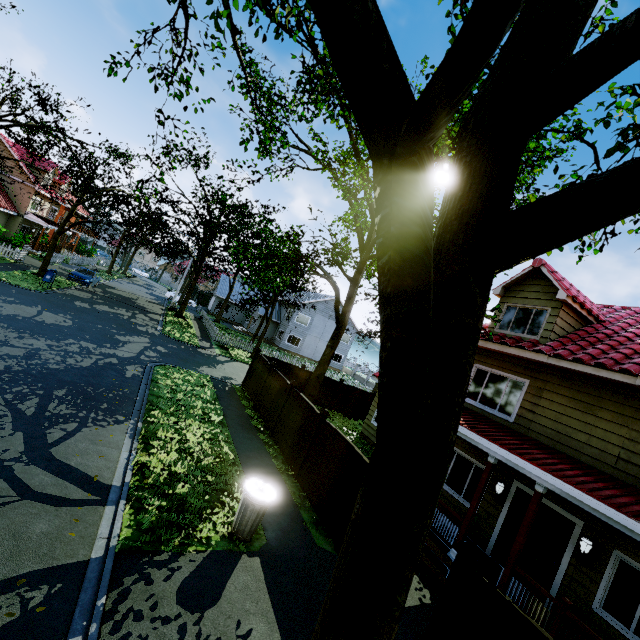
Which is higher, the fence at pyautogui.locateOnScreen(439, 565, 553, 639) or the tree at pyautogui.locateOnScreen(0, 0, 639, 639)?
the tree at pyautogui.locateOnScreen(0, 0, 639, 639)

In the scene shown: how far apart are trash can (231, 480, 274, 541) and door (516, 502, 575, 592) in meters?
6.9

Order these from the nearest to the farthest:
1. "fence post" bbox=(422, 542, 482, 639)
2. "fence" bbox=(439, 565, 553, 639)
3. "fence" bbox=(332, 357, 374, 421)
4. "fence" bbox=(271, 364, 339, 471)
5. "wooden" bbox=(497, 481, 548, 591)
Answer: "fence" bbox=(439, 565, 553, 639) < "fence post" bbox=(422, 542, 482, 639) < "wooden" bbox=(497, 481, 548, 591) < "fence" bbox=(271, 364, 339, 471) < "fence" bbox=(332, 357, 374, 421)

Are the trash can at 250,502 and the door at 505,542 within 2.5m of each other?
no

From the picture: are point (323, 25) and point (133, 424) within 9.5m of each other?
no

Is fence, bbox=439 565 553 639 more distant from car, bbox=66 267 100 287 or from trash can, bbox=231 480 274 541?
car, bbox=66 267 100 287

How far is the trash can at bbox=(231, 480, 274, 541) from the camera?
6.3 meters

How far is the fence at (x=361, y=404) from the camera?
20.1m
